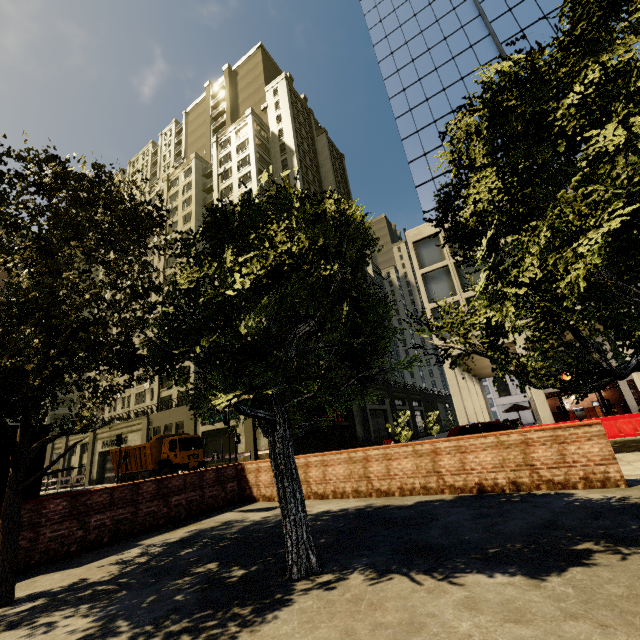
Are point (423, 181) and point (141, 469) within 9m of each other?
no

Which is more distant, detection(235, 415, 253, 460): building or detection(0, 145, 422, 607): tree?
detection(235, 415, 253, 460): building

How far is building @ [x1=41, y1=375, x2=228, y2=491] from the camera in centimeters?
3250cm

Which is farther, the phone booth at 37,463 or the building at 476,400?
the building at 476,400

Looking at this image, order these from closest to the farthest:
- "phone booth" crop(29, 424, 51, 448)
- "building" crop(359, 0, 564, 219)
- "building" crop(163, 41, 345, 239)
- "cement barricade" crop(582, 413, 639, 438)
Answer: "phone booth" crop(29, 424, 51, 448)
"cement barricade" crop(582, 413, 639, 438)
"building" crop(359, 0, 564, 219)
"building" crop(163, 41, 345, 239)

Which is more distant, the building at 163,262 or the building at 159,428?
the building at 163,262

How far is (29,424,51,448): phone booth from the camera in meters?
7.0
